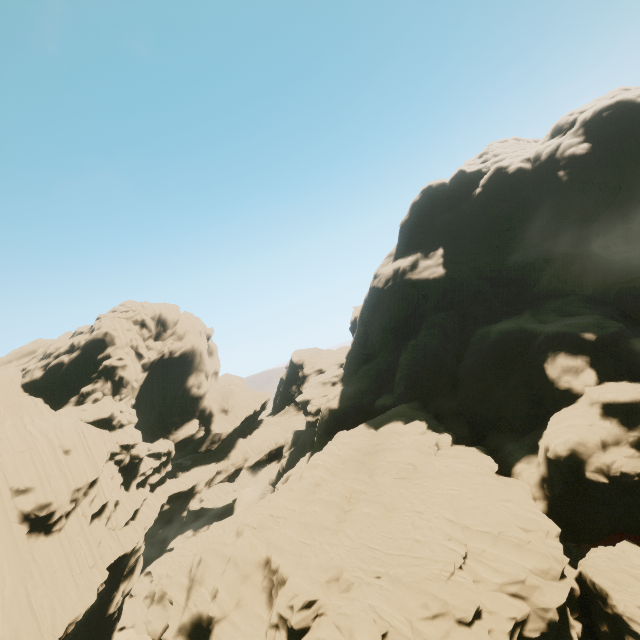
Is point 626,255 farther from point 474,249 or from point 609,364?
point 609,364
